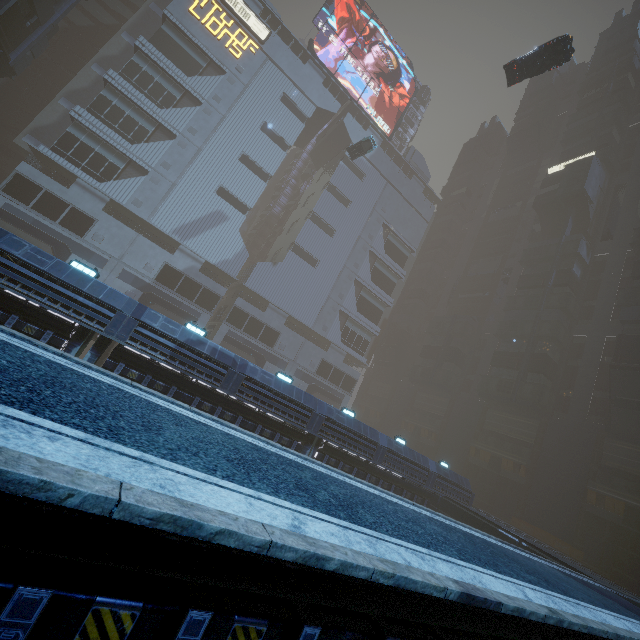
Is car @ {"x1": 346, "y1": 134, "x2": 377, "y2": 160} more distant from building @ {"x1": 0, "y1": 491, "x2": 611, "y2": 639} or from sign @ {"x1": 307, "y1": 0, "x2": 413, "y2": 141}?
sign @ {"x1": 307, "y1": 0, "x2": 413, "y2": 141}

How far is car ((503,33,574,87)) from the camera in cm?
2272

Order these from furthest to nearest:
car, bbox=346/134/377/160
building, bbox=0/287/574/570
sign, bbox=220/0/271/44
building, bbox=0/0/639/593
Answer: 1. sign, bbox=220/0/271/44
2. car, bbox=346/134/377/160
3. building, bbox=0/0/639/593
4. building, bbox=0/287/574/570

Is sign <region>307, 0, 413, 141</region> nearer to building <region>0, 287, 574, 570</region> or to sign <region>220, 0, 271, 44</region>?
building <region>0, 287, 574, 570</region>

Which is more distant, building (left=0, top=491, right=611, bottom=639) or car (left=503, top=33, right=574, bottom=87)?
car (left=503, top=33, right=574, bottom=87)

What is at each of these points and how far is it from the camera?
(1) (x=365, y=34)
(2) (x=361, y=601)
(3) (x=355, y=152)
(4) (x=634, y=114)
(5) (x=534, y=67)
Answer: (1) sign, 54.6 meters
(2) building, 3.6 meters
(3) car, 39.9 meters
(4) building, 48.5 meters
(5) car, 24.4 meters

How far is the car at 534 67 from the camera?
22.72m

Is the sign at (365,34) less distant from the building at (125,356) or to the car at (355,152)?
the building at (125,356)
